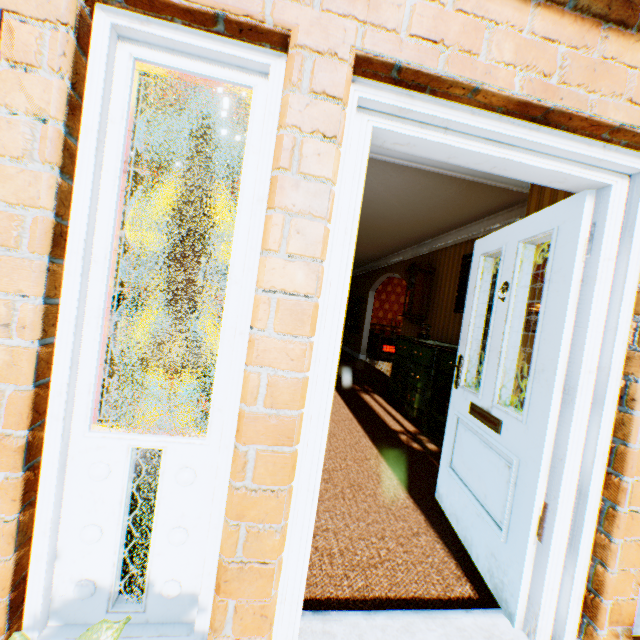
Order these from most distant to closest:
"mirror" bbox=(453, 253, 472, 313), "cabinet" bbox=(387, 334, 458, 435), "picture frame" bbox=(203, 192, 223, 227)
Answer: "picture frame" bbox=(203, 192, 223, 227), "mirror" bbox=(453, 253, 472, 313), "cabinet" bbox=(387, 334, 458, 435)

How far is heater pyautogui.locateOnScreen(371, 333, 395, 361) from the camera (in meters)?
11.05

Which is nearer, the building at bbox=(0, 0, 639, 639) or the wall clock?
the building at bbox=(0, 0, 639, 639)

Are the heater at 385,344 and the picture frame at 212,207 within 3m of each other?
no

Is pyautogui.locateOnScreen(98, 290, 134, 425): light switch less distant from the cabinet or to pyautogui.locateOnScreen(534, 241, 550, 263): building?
pyautogui.locateOnScreen(534, 241, 550, 263): building

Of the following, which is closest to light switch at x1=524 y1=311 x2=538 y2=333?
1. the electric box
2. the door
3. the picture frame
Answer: the door

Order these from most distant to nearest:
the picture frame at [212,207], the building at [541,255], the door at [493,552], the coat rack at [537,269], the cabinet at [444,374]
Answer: the picture frame at [212,207]
the cabinet at [444,374]
the building at [541,255]
the coat rack at [537,269]
the door at [493,552]

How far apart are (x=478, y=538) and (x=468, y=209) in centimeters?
418cm
